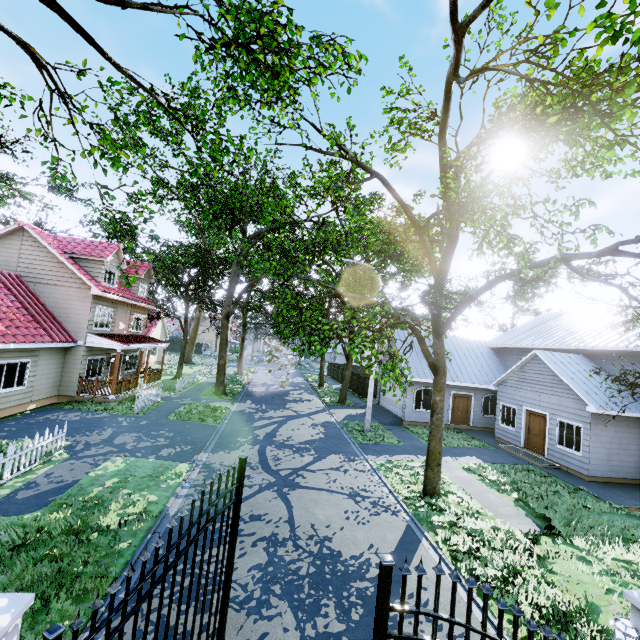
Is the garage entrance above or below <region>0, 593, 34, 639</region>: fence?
below

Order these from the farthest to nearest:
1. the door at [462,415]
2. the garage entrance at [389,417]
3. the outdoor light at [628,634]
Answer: the door at [462,415]
the garage entrance at [389,417]
the outdoor light at [628,634]

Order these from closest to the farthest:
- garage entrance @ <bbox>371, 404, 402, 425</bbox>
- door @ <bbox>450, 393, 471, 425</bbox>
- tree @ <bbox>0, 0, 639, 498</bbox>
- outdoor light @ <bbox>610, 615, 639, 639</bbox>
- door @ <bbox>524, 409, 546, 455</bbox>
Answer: outdoor light @ <bbox>610, 615, 639, 639</bbox> → tree @ <bbox>0, 0, 639, 498</bbox> → door @ <bbox>524, 409, 546, 455</bbox> → garage entrance @ <bbox>371, 404, 402, 425</bbox> → door @ <bbox>450, 393, 471, 425</bbox>

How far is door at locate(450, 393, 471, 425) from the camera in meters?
22.0 m

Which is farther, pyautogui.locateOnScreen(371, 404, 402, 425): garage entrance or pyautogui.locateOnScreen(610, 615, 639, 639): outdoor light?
pyautogui.locateOnScreen(371, 404, 402, 425): garage entrance

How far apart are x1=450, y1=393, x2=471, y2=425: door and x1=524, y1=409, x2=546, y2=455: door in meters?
4.4 m

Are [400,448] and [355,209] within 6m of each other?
no

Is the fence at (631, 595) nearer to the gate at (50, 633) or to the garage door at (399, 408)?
the gate at (50, 633)
